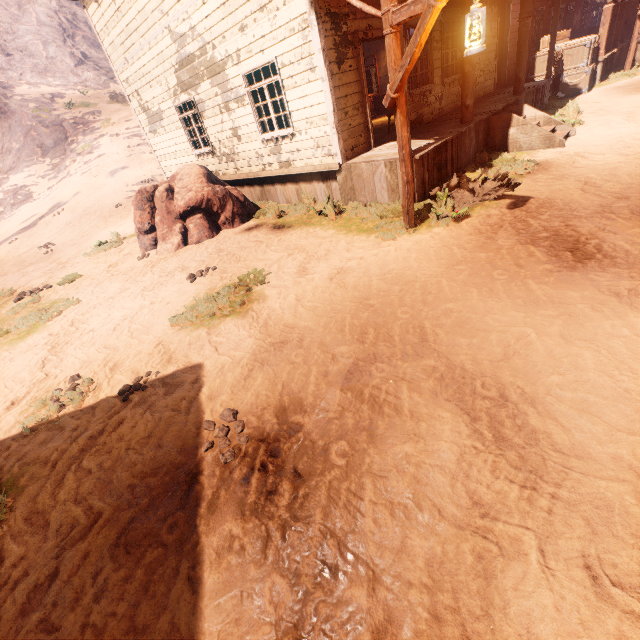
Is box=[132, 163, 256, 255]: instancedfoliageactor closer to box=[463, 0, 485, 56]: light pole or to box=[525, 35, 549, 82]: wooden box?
box=[463, 0, 485, 56]: light pole

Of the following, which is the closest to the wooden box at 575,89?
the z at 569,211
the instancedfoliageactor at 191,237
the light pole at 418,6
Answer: the z at 569,211

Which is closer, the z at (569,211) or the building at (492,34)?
the z at (569,211)

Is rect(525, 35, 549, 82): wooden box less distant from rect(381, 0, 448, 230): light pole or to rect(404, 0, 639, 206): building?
rect(404, 0, 639, 206): building

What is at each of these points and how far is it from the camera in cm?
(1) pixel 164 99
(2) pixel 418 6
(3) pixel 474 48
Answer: (1) building, 1090
(2) light pole, 391
(3) light pole, 357

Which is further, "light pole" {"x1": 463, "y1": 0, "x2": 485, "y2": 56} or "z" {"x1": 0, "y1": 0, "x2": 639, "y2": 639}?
"light pole" {"x1": 463, "y1": 0, "x2": 485, "y2": 56}

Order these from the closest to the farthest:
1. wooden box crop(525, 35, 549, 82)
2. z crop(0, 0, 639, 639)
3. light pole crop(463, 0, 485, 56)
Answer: z crop(0, 0, 639, 639), light pole crop(463, 0, 485, 56), wooden box crop(525, 35, 549, 82)

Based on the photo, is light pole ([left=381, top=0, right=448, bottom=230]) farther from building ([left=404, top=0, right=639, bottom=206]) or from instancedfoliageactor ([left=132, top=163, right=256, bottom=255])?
instancedfoliageactor ([left=132, top=163, right=256, bottom=255])
